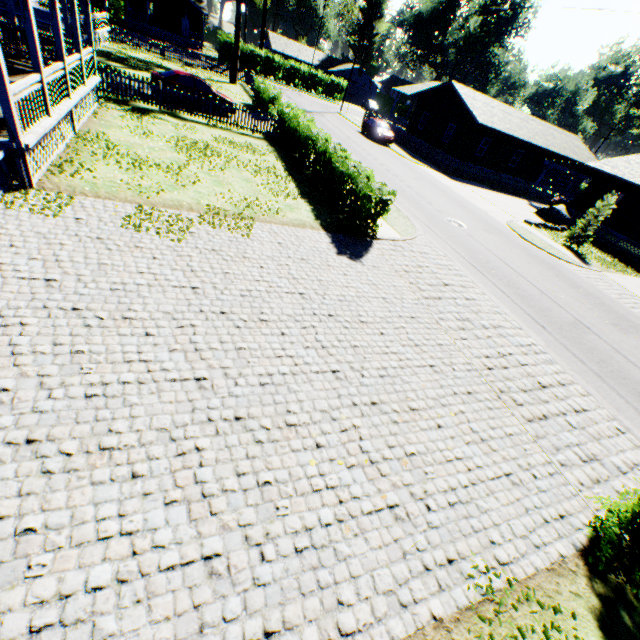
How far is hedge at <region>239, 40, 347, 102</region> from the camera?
47.12m

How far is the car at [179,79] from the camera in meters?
18.1 m

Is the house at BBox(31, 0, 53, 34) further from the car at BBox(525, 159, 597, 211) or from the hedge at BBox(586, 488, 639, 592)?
the car at BBox(525, 159, 597, 211)

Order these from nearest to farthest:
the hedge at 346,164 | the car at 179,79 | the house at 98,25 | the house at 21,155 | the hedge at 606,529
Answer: the hedge at 606,529, the house at 21,155, the hedge at 346,164, the car at 179,79, the house at 98,25

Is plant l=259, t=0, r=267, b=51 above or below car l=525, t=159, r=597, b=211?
above

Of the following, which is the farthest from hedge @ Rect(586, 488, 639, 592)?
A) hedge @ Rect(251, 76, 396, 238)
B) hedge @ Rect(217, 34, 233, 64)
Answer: hedge @ Rect(217, 34, 233, 64)

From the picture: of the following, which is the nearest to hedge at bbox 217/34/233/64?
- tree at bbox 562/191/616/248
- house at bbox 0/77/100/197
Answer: house at bbox 0/77/100/197

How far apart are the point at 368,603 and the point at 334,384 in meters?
3.2 m
